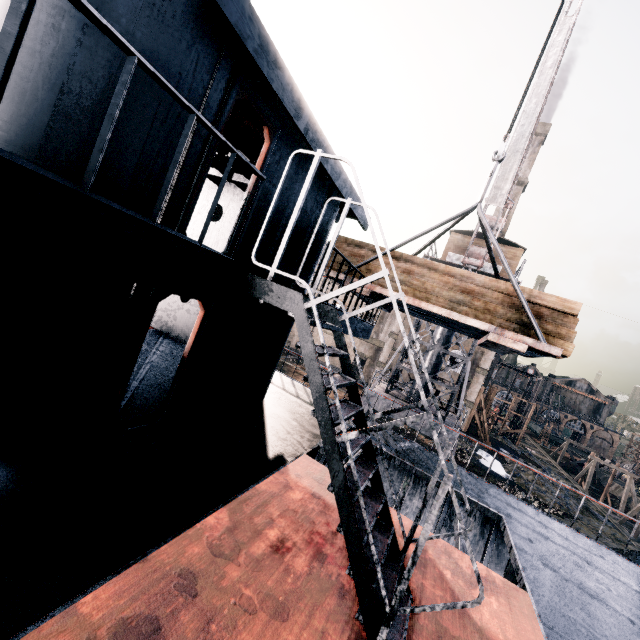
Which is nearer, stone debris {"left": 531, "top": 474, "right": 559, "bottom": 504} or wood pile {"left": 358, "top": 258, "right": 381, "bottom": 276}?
wood pile {"left": 358, "top": 258, "right": 381, "bottom": 276}

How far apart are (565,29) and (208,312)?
18.8m

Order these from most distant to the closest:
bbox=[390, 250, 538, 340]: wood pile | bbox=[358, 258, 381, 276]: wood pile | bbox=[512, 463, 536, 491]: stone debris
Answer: bbox=[512, 463, 536, 491]: stone debris < bbox=[358, 258, 381, 276]: wood pile < bbox=[390, 250, 538, 340]: wood pile

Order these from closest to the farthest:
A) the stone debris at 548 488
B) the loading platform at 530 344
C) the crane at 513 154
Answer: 1. the loading platform at 530 344
2. the crane at 513 154
3. the stone debris at 548 488

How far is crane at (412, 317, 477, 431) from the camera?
19.2m

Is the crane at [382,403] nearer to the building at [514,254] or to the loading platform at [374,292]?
the building at [514,254]

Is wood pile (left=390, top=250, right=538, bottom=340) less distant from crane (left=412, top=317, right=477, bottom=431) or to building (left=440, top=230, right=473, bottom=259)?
crane (left=412, top=317, right=477, bottom=431)

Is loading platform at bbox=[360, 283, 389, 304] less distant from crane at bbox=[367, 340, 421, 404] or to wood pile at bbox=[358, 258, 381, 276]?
wood pile at bbox=[358, 258, 381, 276]
